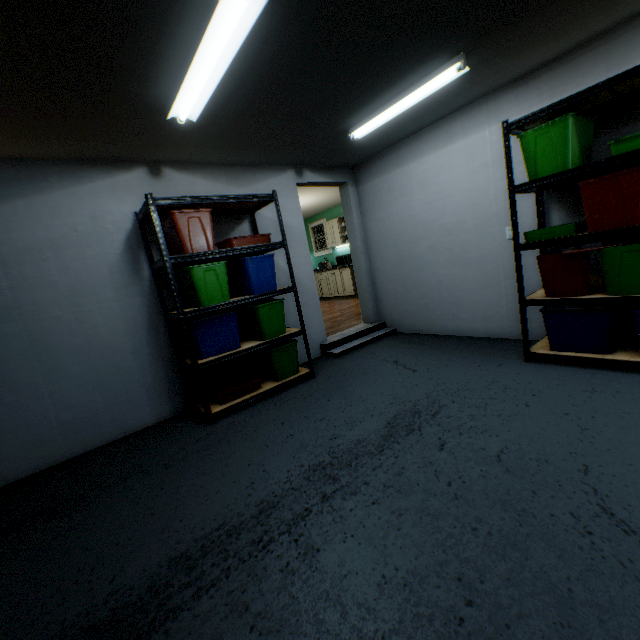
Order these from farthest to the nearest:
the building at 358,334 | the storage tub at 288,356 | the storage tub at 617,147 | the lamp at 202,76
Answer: the building at 358,334 < the storage tub at 288,356 < the storage tub at 617,147 < the lamp at 202,76

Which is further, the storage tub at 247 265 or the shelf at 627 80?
the storage tub at 247 265

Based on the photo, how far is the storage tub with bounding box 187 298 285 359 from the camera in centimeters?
290cm

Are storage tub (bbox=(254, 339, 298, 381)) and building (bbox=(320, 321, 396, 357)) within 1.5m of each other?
yes

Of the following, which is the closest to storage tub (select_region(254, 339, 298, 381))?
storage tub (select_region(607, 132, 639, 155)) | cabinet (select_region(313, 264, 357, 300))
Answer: storage tub (select_region(607, 132, 639, 155))

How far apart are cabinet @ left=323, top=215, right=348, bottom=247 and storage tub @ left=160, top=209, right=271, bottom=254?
5.5m

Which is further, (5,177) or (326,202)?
(326,202)

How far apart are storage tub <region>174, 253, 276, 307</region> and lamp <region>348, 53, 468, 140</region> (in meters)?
1.82
